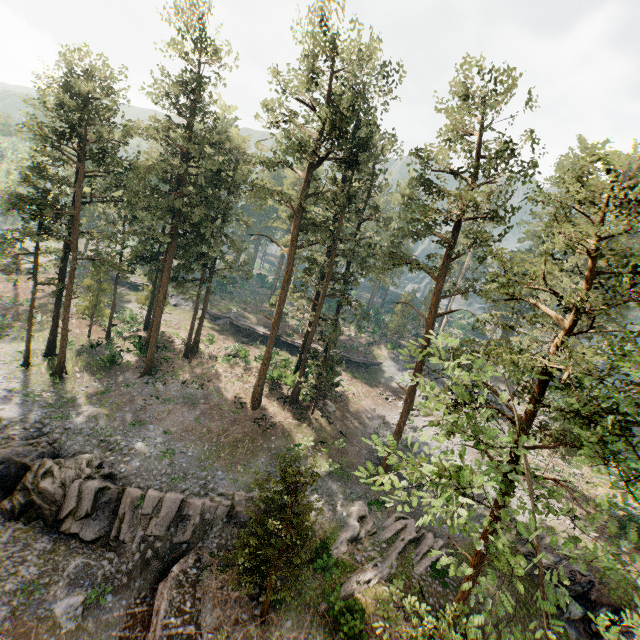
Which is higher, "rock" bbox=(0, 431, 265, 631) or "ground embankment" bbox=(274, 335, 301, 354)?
"ground embankment" bbox=(274, 335, 301, 354)

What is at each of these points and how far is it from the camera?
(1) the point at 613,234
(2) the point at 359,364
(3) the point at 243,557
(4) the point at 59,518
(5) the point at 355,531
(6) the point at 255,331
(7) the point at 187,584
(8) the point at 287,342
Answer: (1) foliage, 11.7 meters
(2) ground embankment, 47.8 meters
(3) foliage, 15.9 meters
(4) rock, 19.0 meters
(5) foliage, 22.5 meters
(6) ground embankment, 46.6 meters
(7) ground embankment, 17.9 meters
(8) ground embankment, 46.2 meters

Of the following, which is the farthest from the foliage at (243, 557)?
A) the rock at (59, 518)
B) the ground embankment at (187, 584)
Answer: the rock at (59, 518)

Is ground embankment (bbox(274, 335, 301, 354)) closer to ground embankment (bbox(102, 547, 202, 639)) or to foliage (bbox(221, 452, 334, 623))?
foliage (bbox(221, 452, 334, 623))

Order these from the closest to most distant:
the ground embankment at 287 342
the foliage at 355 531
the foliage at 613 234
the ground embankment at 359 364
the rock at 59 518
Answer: the foliage at 613 234
the rock at 59 518
the foliage at 355 531
the ground embankment at 287 342
the ground embankment at 359 364

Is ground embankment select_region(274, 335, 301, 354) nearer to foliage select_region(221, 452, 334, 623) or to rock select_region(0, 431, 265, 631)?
foliage select_region(221, 452, 334, 623)

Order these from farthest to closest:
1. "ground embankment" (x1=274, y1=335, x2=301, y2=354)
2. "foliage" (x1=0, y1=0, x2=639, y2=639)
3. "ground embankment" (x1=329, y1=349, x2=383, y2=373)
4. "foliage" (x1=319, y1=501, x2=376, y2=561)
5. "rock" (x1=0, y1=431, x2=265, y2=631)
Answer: "ground embankment" (x1=329, y1=349, x2=383, y2=373) → "ground embankment" (x1=274, y1=335, x2=301, y2=354) → "foliage" (x1=319, y1=501, x2=376, y2=561) → "rock" (x1=0, y1=431, x2=265, y2=631) → "foliage" (x1=0, y1=0, x2=639, y2=639)
